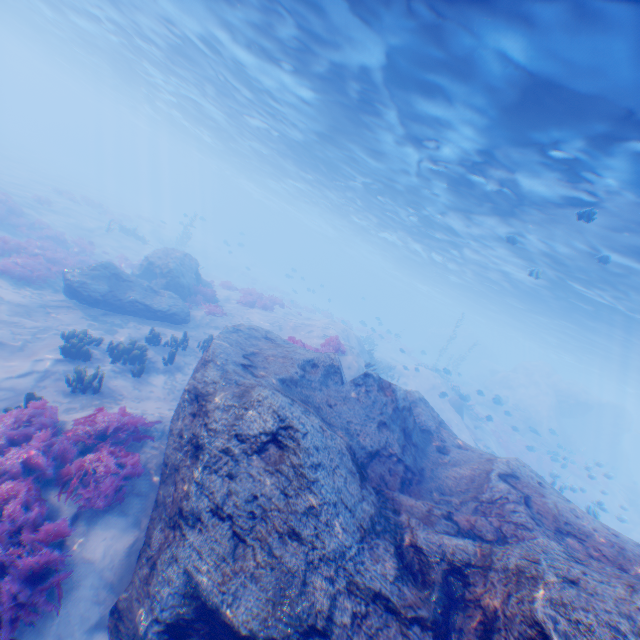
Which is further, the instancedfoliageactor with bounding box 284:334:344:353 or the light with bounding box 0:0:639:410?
the instancedfoliageactor with bounding box 284:334:344:353

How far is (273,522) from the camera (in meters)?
5.01

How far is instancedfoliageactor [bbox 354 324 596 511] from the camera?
20.7m

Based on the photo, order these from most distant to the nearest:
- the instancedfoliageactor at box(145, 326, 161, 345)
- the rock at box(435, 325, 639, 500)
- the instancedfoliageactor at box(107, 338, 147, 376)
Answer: the rock at box(435, 325, 639, 500), the instancedfoliageactor at box(145, 326, 161, 345), the instancedfoliageactor at box(107, 338, 147, 376)

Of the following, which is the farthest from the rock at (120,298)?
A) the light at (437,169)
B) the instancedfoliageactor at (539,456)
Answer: the instancedfoliageactor at (539,456)

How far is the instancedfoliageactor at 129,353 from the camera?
10.9m

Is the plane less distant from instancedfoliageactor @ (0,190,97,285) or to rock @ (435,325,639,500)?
rock @ (435,325,639,500)

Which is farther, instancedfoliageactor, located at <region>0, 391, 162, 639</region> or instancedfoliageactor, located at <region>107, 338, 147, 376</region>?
instancedfoliageactor, located at <region>107, 338, 147, 376</region>
